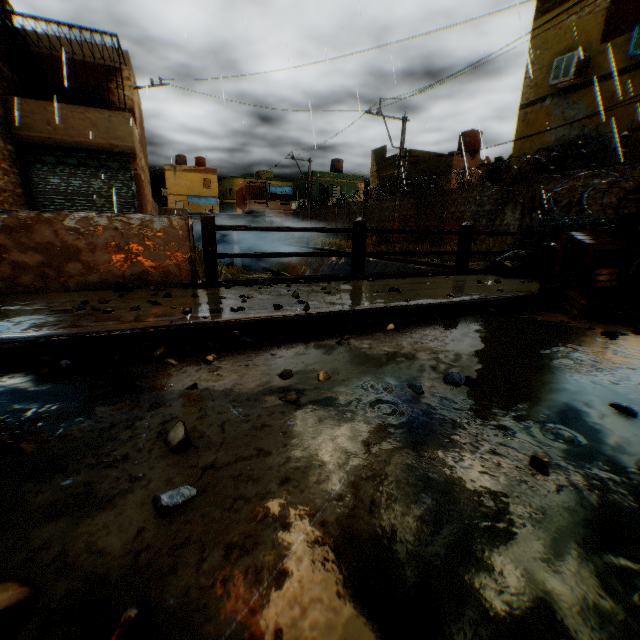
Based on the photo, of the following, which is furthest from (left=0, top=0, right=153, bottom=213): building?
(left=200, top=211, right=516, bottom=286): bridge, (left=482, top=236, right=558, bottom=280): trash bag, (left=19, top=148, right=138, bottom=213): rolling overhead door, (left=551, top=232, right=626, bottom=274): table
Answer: (left=551, top=232, right=626, bottom=274): table

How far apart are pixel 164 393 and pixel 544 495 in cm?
191

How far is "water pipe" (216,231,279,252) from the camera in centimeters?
3248cm

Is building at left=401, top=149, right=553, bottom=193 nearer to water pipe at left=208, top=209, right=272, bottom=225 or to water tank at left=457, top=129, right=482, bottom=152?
water pipe at left=208, top=209, right=272, bottom=225

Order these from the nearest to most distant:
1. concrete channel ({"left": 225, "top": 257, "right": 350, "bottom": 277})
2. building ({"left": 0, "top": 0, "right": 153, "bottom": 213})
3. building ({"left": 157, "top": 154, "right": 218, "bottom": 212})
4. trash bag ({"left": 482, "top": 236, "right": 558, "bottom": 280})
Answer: trash bag ({"left": 482, "top": 236, "right": 558, "bottom": 280}) < building ({"left": 0, "top": 0, "right": 153, "bottom": 213}) < concrete channel ({"left": 225, "top": 257, "right": 350, "bottom": 277}) < building ({"left": 157, "top": 154, "right": 218, "bottom": 212})

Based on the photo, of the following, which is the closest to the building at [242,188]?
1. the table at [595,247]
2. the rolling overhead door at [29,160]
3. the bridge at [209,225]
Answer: the rolling overhead door at [29,160]

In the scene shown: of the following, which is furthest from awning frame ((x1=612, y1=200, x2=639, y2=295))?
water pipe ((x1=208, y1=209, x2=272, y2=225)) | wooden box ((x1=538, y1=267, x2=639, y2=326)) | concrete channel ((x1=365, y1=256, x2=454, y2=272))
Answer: water pipe ((x1=208, y1=209, x2=272, y2=225))

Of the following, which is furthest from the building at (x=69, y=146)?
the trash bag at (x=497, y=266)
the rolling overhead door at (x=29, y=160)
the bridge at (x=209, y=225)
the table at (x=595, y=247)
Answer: the table at (x=595, y=247)
